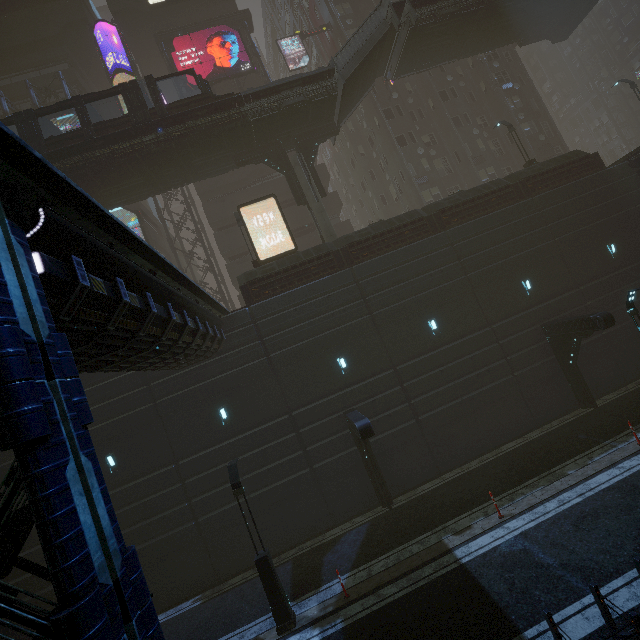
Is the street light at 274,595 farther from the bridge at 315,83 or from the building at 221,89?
the bridge at 315,83

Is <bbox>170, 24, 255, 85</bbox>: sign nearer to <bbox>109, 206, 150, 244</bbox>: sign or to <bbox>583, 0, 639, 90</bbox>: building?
<bbox>583, 0, 639, 90</bbox>: building

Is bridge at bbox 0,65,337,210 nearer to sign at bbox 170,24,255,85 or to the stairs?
the stairs

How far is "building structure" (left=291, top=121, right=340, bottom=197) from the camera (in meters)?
22.36

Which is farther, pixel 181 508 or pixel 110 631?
pixel 181 508

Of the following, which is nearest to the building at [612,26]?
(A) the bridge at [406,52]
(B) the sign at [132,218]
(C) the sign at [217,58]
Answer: (B) the sign at [132,218]

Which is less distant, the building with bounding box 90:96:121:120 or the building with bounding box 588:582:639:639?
the building with bounding box 588:582:639:639
